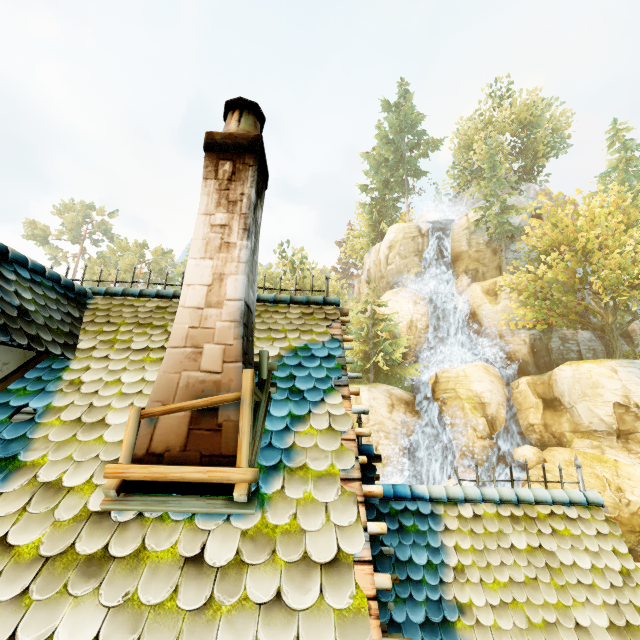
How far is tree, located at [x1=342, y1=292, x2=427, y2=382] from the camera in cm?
2752

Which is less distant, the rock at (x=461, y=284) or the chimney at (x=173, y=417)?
the chimney at (x=173, y=417)

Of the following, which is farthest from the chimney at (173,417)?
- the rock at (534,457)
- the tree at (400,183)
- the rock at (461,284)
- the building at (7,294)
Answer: the rock at (461,284)

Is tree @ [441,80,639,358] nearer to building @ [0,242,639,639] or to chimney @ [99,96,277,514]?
building @ [0,242,639,639]

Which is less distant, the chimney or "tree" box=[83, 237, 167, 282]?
the chimney

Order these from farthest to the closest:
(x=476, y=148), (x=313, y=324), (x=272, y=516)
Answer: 1. (x=476, y=148)
2. (x=313, y=324)
3. (x=272, y=516)

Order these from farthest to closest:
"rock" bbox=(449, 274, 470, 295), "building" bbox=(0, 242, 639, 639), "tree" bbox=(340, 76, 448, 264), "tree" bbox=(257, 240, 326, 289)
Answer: "tree" bbox=(340, 76, 448, 264), "tree" bbox=(257, 240, 326, 289), "rock" bbox=(449, 274, 470, 295), "building" bbox=(0, 242, 639, 639)

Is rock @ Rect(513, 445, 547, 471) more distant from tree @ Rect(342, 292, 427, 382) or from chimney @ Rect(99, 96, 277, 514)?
chimney @ Rect(99, 96, 277, 514)
